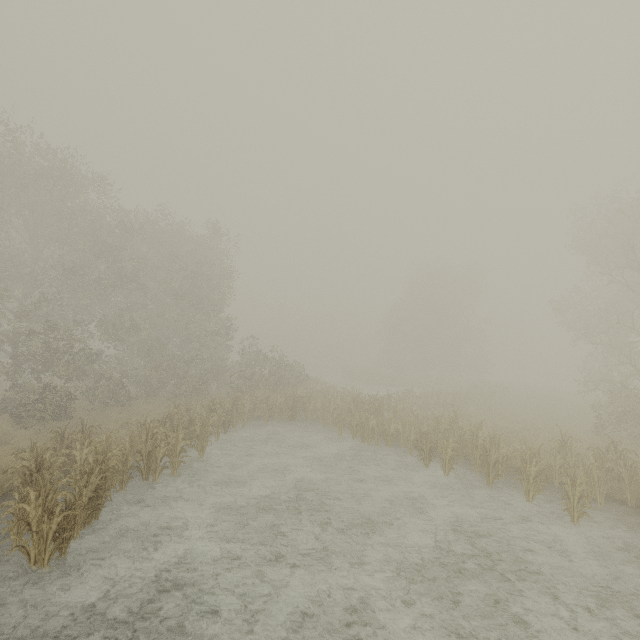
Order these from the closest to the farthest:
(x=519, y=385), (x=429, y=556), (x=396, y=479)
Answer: (x=429, y=556), (x=396, y=479), (x=519, y=385)
